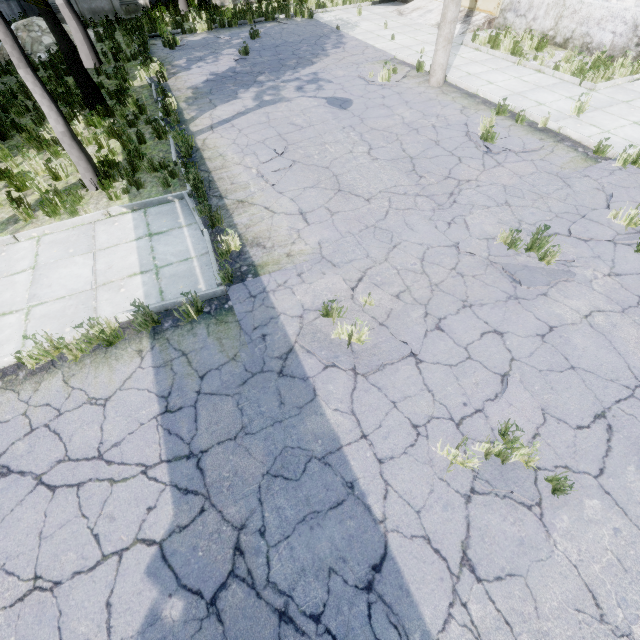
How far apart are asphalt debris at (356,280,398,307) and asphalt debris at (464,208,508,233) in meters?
1.4

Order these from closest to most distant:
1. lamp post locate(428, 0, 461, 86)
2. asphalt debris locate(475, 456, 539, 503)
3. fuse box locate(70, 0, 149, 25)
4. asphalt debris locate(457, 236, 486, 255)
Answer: asphalt debris locate(475, 456, 539, 503), asphalt debris locate(457, 236, 486, 255), lamp post locate(428, 0, 461, 86), fuse box locate(70, 0, 149, 25)

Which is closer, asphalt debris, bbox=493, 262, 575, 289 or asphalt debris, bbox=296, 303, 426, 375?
asphalt debris, bbox=296, 303, 426, 375

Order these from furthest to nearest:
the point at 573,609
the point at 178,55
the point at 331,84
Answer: the point at 178,55
the point at 331,84
the point at 573,609

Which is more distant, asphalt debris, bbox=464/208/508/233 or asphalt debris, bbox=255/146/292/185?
asphalt debris, bbox=255/146/292/185

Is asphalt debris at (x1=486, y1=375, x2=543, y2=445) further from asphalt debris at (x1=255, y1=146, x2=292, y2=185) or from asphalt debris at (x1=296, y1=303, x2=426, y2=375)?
asphalt debris at (x1=255, y1=146, x2=292, y2=185)

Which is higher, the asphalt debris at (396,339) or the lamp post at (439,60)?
the lamp post at (439,60)

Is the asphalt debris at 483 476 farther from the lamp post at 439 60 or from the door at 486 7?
the door at 486 7
